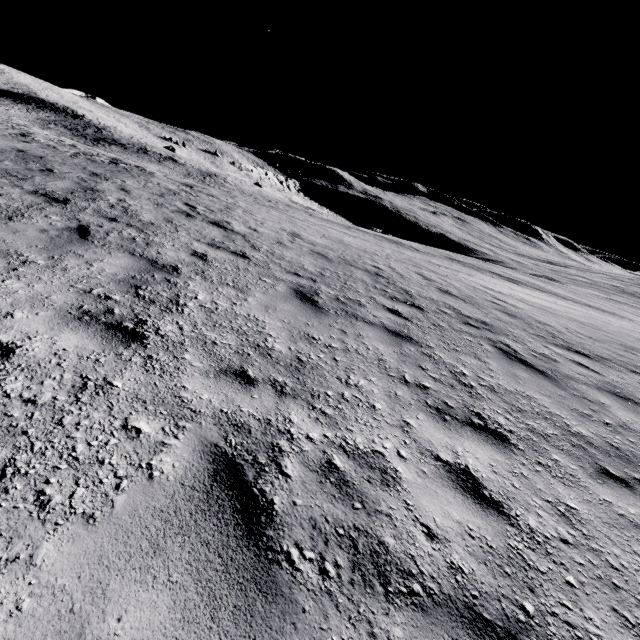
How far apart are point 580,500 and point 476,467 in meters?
1.0
